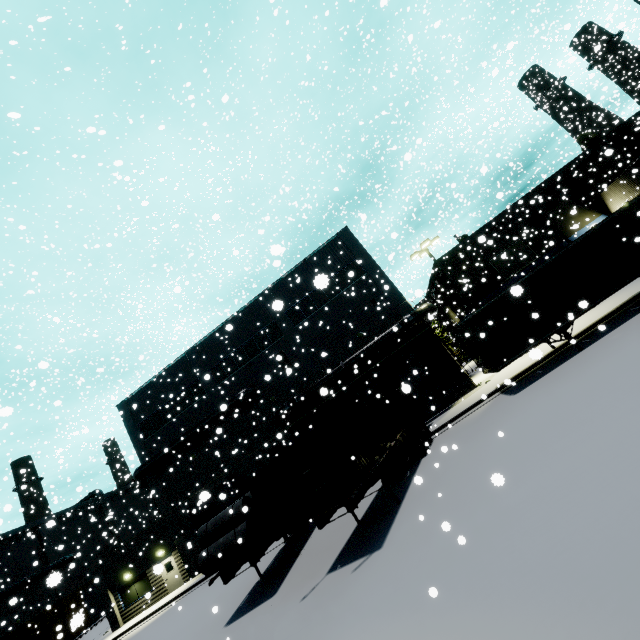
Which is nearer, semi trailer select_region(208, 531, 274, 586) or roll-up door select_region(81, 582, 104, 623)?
semi trailer select_region(208, 531, 274, 586)

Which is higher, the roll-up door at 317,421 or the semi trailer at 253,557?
the roll-up door at 317,421

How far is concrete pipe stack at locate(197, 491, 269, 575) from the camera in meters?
11.5 m

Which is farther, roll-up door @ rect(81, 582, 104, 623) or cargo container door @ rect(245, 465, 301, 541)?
roll-up door @ rect(81, 582, 104, 623)

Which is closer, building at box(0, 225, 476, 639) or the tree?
building at box(0, 225, 476, 639)

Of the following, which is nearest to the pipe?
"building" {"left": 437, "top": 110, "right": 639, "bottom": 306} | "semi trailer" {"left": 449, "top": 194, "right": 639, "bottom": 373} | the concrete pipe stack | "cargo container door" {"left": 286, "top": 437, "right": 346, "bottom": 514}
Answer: "building" {"left": 437, "top": 110, "right": 639, "bottom": 306}

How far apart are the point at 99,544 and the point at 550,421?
66.65m

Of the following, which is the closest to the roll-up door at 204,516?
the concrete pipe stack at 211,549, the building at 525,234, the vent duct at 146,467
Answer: the building at 525,234
